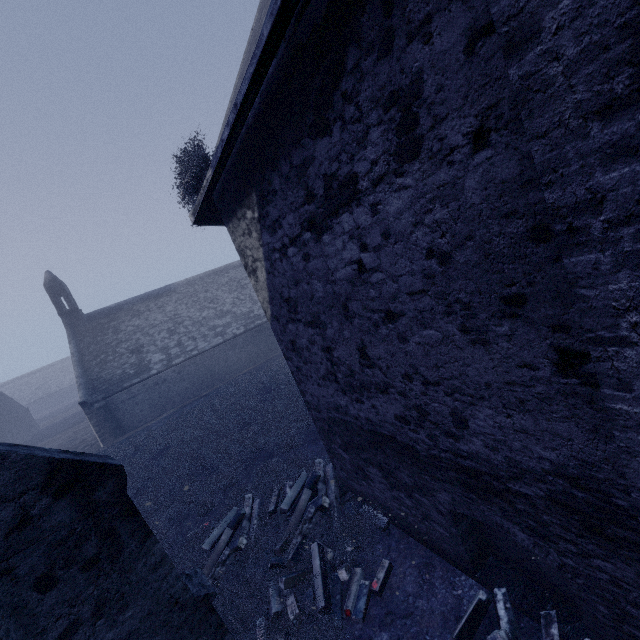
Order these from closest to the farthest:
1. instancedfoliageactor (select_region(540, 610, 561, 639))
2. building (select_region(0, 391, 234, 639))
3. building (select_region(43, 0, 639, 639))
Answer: building (select_region(43, 0, 639, 639)) < building (select_region(0, 391, 234, 639)) < instancedfoliageactor (select_region(540, 610, 561, 639))

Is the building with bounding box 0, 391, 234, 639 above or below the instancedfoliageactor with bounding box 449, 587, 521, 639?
above

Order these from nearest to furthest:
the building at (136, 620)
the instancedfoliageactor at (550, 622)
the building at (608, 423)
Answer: the building at (608, 423) < the building at (136, 620) < the instancedfoliageactor at (550, 622)

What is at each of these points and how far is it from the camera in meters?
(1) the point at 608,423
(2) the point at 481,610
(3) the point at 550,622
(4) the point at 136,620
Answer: (1) building, 2.3
(2) instancedfoliageactor, 4.2
(3) instancedfoliageactor, 3.9
(4) building, 3.2

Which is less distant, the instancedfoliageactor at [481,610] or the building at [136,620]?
the building at [136,620]
